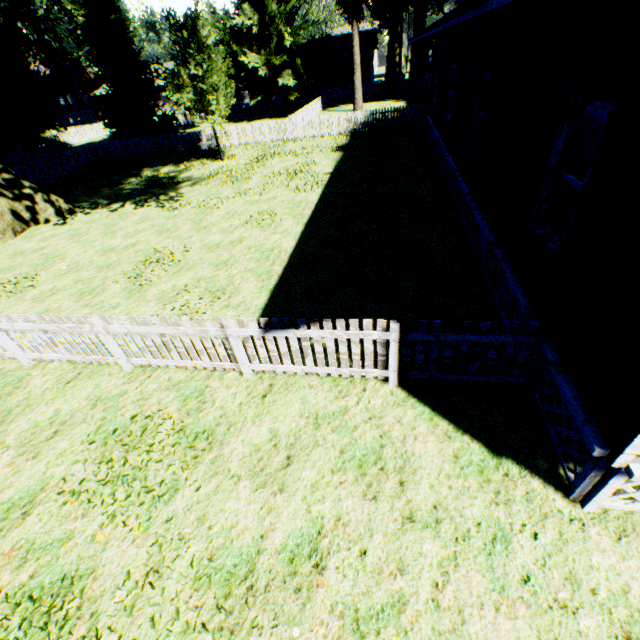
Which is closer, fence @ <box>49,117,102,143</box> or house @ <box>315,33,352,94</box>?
fence @ <box>49,117,102,143</box>

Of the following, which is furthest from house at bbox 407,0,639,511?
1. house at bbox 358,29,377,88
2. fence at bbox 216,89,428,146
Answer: house at bbox 358,29,377,88

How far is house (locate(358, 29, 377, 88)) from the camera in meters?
41.3 m

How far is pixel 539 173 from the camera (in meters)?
4.46

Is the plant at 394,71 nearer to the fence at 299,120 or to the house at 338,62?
the fence at 299,120

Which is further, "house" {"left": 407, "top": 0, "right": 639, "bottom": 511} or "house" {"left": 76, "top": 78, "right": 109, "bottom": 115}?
"house" {"left": 76, "top": 78, "right": 109, "bottom": 115}

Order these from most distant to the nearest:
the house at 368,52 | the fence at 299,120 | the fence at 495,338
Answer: the house at 368,52 < the fence at 299,120 < the fence at 495,338
